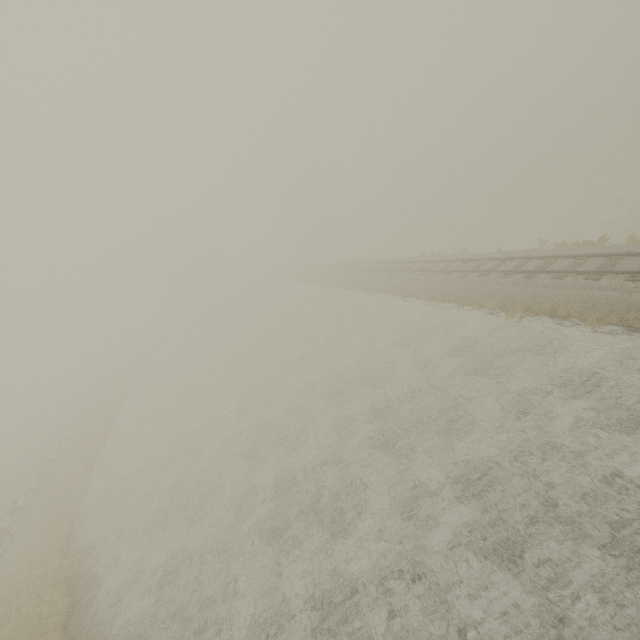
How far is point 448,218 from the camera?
41.2m

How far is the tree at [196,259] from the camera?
56.7m

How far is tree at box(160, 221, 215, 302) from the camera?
56.7m
